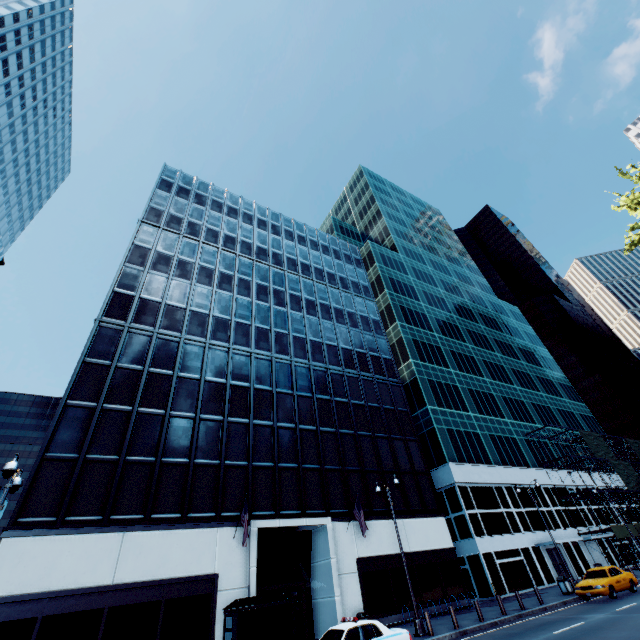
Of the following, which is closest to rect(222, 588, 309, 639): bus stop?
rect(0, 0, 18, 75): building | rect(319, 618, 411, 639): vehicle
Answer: rect(319, 618, 411, 639): vehicle

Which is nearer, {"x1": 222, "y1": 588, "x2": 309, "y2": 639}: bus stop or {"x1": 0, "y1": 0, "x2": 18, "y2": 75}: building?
{"x1": 222, "y1": 588, "x2": 309, "y2": 639}: bus stop

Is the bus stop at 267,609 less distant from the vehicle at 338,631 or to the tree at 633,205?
the vehicle at 338,631

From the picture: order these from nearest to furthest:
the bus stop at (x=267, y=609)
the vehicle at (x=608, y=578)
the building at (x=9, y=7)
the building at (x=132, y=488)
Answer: the bus stop at (x=267, y=609) < the building at (x=132, y=488) < the vehicle at (x=608, y=578) < the building at (x=9, y=7)

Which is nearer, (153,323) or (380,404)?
(153,323)

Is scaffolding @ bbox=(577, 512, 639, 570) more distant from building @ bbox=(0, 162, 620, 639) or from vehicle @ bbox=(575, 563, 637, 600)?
building @ bbox=(0, 162, 620, 639)

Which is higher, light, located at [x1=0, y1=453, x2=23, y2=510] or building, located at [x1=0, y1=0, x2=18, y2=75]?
building, located at [x1=0, y1=0, x2=18, y2=75]

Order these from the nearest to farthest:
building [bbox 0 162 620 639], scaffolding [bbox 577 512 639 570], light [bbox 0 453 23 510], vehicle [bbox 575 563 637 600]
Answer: light [bbox 0 453 23 510]
building [bbox 0 162 620 639]
vehicle [bbox 575 563 637 600]
scaffolding [bbox 577 512 639 570]
